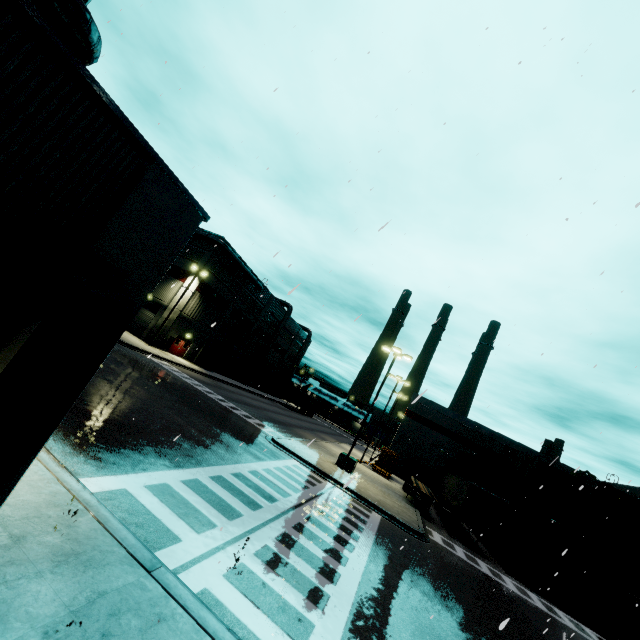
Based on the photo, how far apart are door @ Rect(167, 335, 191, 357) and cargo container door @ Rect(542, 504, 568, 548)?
37.9 meters

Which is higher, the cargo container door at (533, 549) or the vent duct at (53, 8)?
the vent duct at (53, 8)

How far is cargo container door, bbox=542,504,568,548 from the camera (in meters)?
19.58

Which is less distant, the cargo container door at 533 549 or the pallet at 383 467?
the cargo container door at 533 549

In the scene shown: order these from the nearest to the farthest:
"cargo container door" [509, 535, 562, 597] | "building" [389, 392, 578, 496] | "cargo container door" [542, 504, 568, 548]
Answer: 1. "cargo container door" [542, 504, 568, 548]
2. "cargo container door" [509, 535, 562, 597]
3. "building" [389, 392, 578, 496]

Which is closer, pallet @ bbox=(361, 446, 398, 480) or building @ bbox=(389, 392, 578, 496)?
pallet @ bbox=(361, 446, 398, 480)

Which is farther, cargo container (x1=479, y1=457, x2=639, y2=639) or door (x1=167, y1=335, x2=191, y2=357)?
door (x1=167, y1=335, x2=191, y2=357)

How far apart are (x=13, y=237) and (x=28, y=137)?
0.9 meters
